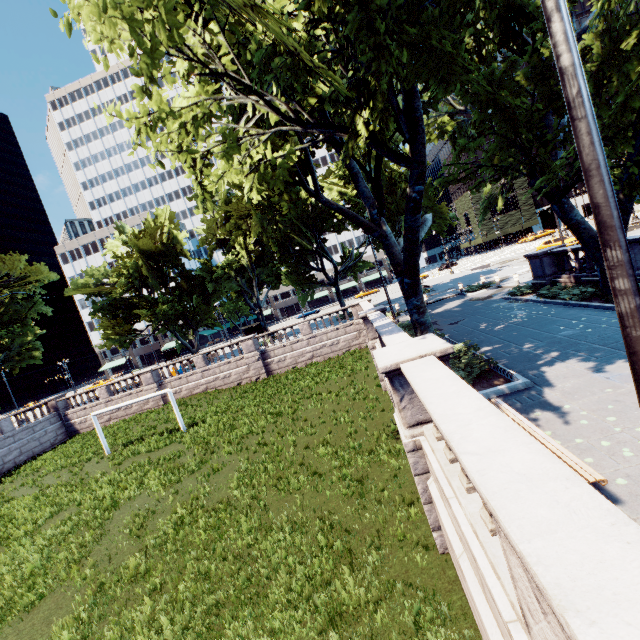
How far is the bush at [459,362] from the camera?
9.3 meters

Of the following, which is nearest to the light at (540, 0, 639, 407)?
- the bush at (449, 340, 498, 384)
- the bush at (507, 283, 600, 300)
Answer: the bush at (449, 340, 498, 384)

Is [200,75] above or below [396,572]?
above

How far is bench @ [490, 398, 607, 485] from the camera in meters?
4.3

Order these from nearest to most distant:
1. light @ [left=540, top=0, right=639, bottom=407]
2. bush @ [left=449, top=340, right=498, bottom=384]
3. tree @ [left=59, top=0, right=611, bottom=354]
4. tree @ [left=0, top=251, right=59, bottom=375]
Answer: light @ [left=540, top=0, right=639, bottom=407] < tree @ [left=59, top=0, right=611, bottom=354] < bush @ [left=449, top=340, right=498, bottom=384] < tree @ [left=0, top=251, right=59, bottom=375]

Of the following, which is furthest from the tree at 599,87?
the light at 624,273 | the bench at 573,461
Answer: the bench at 573,461

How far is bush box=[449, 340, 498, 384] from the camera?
9.3 meters

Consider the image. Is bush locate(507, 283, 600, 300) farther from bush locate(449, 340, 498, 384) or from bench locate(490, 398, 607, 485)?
bench locate(490, 398, 607, 485)
